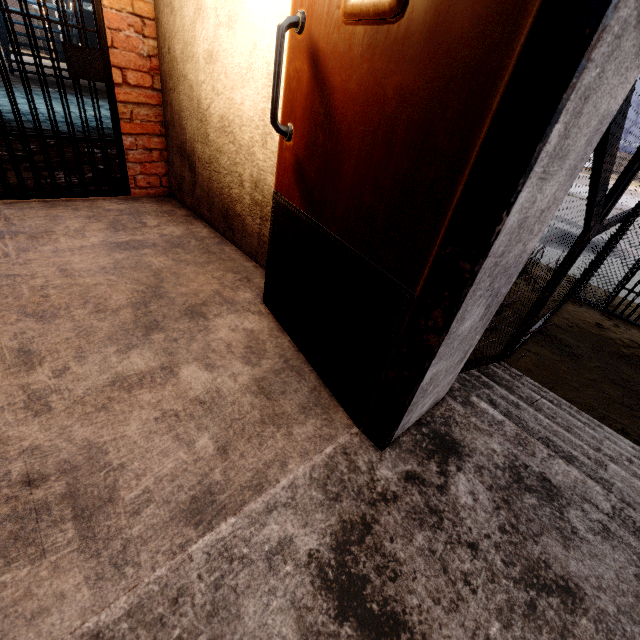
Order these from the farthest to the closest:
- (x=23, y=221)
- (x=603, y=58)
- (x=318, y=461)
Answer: (x=23, y=221) < (x=318, y=461) < (x=603, y=58)
